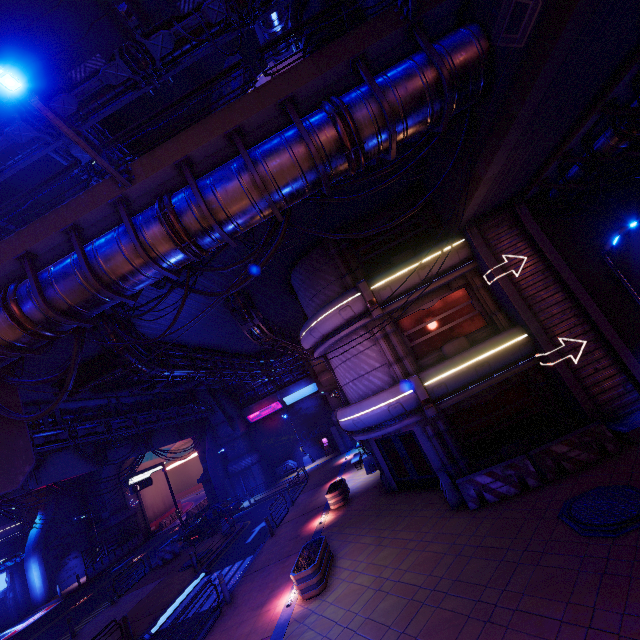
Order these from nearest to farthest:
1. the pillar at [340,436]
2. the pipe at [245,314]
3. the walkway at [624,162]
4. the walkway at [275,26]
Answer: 1. the walkway at [624,162]
2. the pipe at [245,314]
3. the pillar at [340,436]
4. the walkway at [275,26]

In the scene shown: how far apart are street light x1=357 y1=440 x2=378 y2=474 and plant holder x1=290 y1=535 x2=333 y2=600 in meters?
8.8

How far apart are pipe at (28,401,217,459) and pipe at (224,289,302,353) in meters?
11.7 m

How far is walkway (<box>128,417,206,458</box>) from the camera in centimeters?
2846cm

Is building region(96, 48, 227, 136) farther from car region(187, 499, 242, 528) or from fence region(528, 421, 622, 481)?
fence region(528, 421, 622, 481)

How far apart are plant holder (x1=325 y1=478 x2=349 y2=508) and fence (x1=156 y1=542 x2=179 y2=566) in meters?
14.8

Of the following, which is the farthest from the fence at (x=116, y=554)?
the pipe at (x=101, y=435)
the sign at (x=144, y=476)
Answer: the pipe at (x=101, y=435)

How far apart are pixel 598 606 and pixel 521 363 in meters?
8.6
